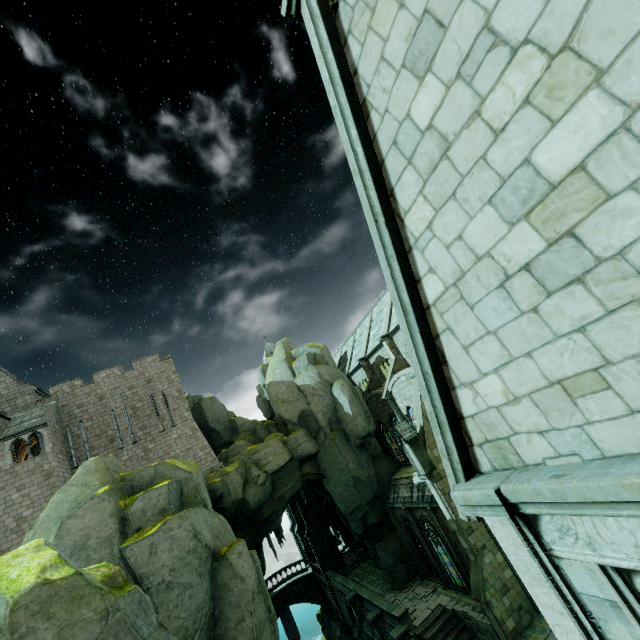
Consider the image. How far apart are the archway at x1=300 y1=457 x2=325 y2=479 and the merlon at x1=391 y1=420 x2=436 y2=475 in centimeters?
1012cm

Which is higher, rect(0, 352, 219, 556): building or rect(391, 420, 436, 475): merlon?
rect(0, 352, 219, 556): building

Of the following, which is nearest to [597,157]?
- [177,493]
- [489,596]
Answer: [177,493]

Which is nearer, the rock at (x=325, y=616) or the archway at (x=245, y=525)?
the archway at (x=245, y=525)

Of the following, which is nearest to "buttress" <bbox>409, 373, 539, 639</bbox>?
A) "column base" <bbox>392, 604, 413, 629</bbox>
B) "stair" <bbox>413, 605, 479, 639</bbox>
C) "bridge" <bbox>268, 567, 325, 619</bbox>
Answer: "stair" <bbox>413, 605, 479, 639</bbox>

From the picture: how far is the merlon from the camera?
20.8 meters

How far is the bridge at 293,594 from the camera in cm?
3922

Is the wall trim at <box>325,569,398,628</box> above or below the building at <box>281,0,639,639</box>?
below
